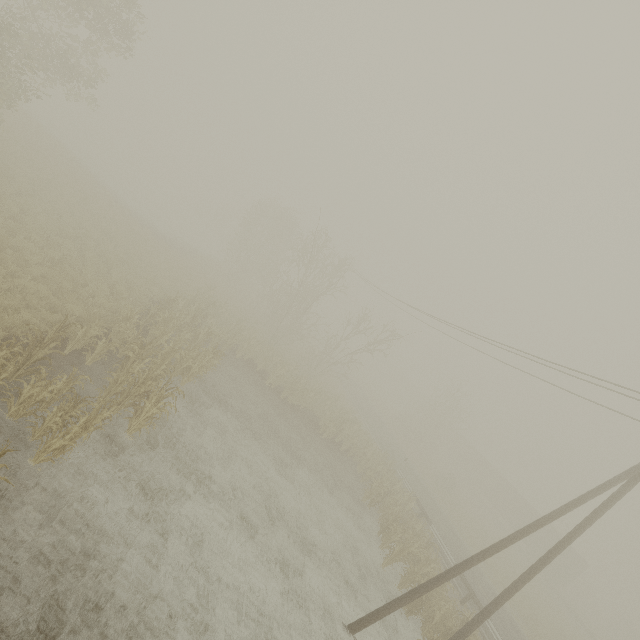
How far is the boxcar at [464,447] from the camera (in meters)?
41.75

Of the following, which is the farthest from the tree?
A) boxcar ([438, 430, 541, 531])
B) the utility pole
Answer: the utility pole

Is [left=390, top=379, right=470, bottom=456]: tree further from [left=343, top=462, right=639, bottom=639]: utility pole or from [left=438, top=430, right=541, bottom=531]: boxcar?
[left=343, top=462, right=639, bottom=639]: utility pole

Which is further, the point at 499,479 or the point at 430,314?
the point at 499,479

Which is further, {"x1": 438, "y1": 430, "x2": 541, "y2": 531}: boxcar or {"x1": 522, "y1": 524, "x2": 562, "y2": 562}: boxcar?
{"x1": 438, "y1": 430, "x2": 541, "y2": 531}: boxcar

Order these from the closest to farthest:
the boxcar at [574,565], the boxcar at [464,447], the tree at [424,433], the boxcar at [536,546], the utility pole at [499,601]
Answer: the utility pole at [499,601], the boxcar at [574,565], the boxcar at [536,546], the tree at [424,433], the boxcar at [464,447]
